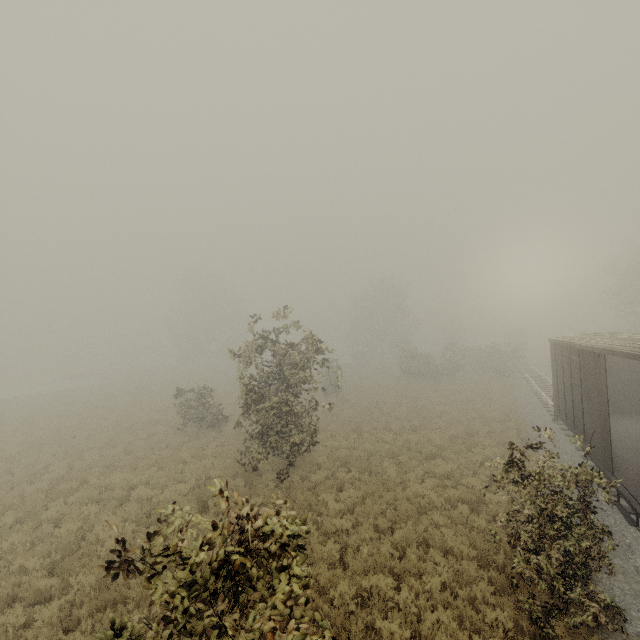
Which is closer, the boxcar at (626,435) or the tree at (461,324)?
the boxcar at (626,435)

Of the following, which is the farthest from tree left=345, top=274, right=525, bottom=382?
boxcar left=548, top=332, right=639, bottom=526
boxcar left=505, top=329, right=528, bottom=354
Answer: boxcar left=505, top=329, right=528, bottom=354

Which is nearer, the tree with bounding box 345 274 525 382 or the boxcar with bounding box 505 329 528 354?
the tree with bounding box 345 274 525 382

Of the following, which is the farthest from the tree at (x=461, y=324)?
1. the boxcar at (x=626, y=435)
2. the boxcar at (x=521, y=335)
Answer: the boxcar at (x=521, y=335)

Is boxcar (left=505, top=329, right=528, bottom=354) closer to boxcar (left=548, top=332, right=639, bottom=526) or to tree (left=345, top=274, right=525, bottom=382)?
tree (left=345, top=274, right=525, bottom=382)

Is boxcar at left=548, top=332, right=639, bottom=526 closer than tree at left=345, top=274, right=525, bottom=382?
Yes

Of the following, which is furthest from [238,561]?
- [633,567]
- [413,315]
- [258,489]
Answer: [413,315]

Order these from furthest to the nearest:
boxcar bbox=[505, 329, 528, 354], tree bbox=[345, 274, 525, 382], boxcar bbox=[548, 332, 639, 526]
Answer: boxcar bbox=[505, 329, 528, 354] → tree bbox=[345, 274, 525, 382] → boxcar bbox=[548, 332, 639, 526]
